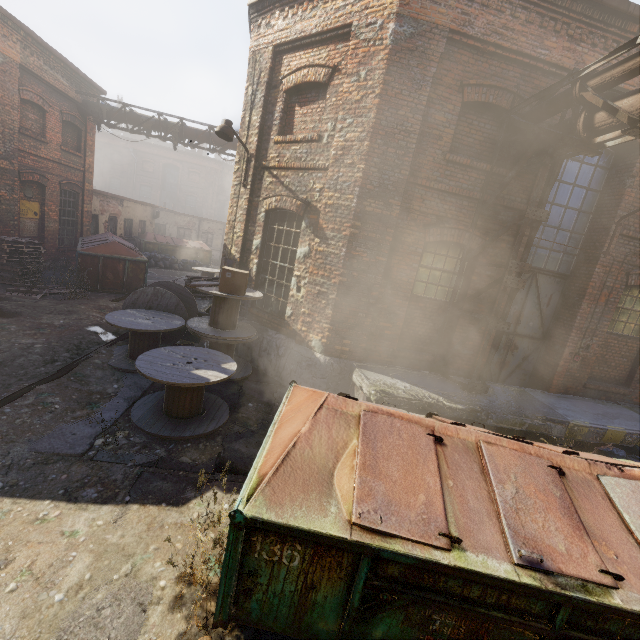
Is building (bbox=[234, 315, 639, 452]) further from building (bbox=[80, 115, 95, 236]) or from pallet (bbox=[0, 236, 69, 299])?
building (bbox=[80, 115, 95, 236])

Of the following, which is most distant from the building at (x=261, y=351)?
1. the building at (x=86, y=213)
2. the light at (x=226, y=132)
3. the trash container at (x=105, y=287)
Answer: the building at (x=86, y=213)

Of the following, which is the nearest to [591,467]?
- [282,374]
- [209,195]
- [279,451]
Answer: [279,451]

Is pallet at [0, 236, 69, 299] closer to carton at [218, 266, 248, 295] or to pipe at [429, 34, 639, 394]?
carton at [218, 266, 248, 295]

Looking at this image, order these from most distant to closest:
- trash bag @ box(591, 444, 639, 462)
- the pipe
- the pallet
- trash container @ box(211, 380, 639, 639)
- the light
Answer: → the pallet, the light, trash bag @ box(591, 444, 639, 462), the pipe, trash container @ box(211, 380, 639, 639)

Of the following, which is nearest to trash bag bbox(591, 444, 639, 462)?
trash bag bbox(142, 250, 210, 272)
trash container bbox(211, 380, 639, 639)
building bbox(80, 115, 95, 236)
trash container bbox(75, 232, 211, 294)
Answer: trash container bbox(211, 380, 639, 639)

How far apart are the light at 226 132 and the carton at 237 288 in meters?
2.7 m

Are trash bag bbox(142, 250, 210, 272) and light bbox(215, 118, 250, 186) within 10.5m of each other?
no
